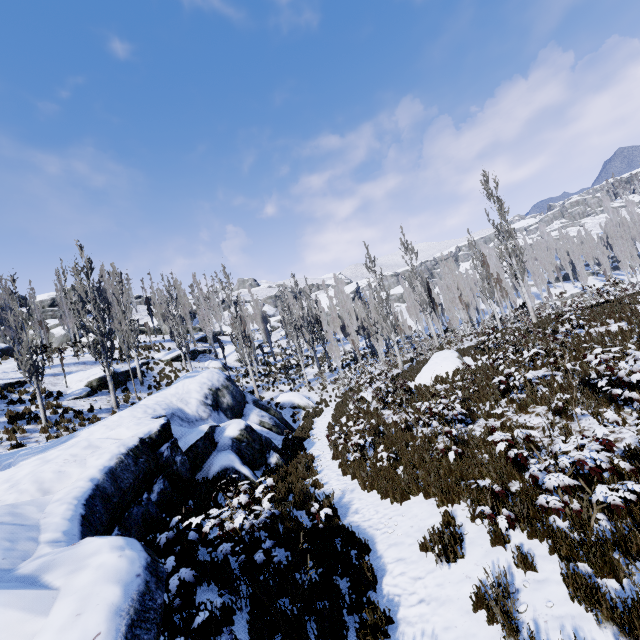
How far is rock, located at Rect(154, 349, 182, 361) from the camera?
31.4 meters

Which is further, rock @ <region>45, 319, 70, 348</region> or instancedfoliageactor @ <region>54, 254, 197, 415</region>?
rock @ <region>45, 319, 70, 348</region>

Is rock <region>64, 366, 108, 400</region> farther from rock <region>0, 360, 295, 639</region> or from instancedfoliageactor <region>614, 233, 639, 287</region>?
rock <region>0, 360, 295, 639</region>

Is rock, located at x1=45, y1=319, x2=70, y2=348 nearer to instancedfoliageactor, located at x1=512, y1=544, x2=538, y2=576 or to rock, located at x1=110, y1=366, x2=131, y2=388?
instancedfoliageactor, located at x1=512, y1=544, x2=538, y2=576

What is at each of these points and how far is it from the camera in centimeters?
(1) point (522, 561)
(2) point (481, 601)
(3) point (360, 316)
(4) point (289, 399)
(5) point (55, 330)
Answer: (1) instancedfoliageactor, 439cm
(2) instancedfoliageactor, 414cm
(3) instancedfoliageactor, 4666cm
(4) rock, 2477cm
(5) rock, 4131cm

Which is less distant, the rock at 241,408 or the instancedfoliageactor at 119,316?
the rock at 241,408

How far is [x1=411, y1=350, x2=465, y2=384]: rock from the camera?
16.78m

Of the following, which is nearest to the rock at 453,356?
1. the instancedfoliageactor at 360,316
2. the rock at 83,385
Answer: the instancedfoliageactor at 360,316
